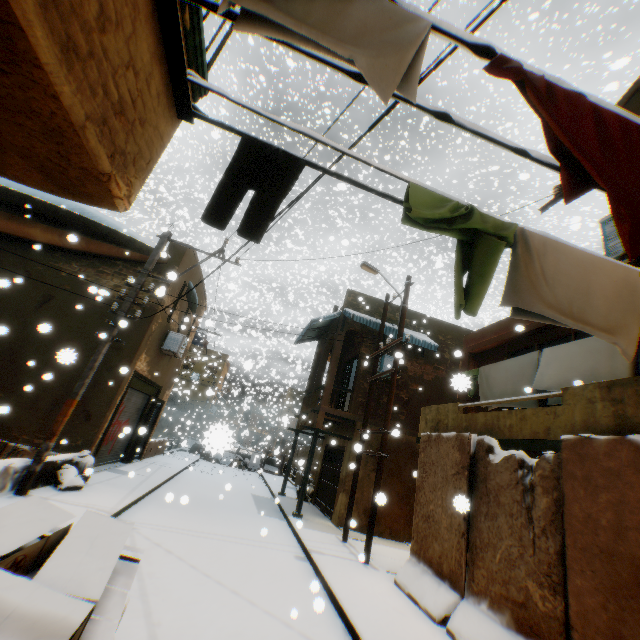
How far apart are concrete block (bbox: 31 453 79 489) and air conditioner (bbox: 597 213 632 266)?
2.2 meters

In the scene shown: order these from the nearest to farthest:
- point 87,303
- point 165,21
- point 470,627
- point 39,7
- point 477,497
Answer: point 39,7 → point 165,21 → point 470,627 → point 477,497 → point 87,303

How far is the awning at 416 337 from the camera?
13.71m

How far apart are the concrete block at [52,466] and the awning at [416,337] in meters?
2.6 m

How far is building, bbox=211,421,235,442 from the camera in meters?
1.7 m

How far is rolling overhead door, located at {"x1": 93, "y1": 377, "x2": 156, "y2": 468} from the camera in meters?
11.4

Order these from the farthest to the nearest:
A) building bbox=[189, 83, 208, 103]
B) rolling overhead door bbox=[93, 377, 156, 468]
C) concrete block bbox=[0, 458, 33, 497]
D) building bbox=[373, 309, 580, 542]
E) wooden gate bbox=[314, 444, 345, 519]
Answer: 1. wooden gate bbox=[314, 444, 345, 519]
2. rolling overhead door bbox=[93, 377, 156, 468]
3. building bbox=[373, 309, 580, 542]
4. concrete block bbox=[0, 458, 33, 497]
5. building bbox=[189, 83, 208, 103]

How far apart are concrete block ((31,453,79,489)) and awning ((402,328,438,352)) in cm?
263
